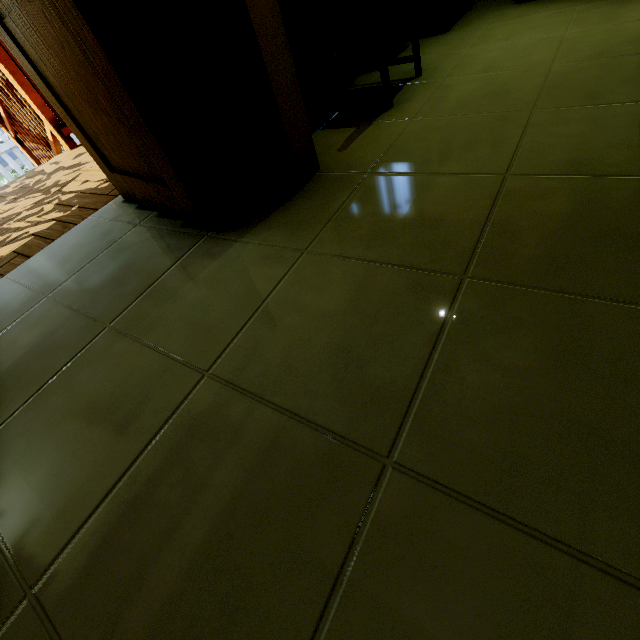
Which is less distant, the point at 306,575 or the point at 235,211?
the point at 306,575

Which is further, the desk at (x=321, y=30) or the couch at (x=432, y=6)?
the couch at (x=432, y=6)

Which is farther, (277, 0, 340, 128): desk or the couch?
the couch

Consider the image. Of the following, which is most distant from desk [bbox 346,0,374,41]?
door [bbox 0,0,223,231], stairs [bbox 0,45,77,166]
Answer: stairs [bbox 0,45,77,166]

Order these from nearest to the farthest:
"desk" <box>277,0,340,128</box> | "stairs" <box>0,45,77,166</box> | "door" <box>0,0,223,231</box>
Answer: "door" <box>0,0,223,231</box> < "desk" <box>277,0,340,128</box> < "stairs" <box>0,45,77,166</box>

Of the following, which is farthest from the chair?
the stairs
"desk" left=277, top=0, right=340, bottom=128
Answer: the stairs

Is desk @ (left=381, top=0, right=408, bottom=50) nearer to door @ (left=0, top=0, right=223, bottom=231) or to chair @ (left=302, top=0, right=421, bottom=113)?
chair @ (left=302, top=0, right=421, bottom=113)

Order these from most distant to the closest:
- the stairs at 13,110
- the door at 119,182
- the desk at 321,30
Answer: the stairs at 13,110, the desk at 321,30, the door at 119,182
